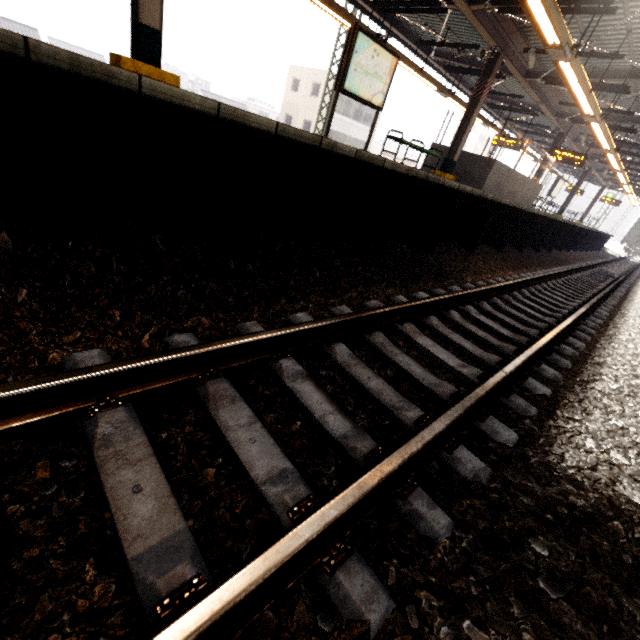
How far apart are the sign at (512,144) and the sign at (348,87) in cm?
1195

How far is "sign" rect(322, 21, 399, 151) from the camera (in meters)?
6.61

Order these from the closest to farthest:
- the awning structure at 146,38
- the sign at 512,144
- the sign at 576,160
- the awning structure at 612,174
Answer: the awning structure at 146,38, the awning structure at 612,174, the sign at 576,160, the sign at 512,144

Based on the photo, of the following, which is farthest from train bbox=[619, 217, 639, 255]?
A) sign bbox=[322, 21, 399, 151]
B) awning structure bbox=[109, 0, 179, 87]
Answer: sign bbox=[322, 21, 399, 151]

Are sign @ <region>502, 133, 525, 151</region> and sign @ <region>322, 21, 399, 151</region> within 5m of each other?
no

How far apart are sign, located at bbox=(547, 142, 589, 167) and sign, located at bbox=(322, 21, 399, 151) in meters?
11.9 m

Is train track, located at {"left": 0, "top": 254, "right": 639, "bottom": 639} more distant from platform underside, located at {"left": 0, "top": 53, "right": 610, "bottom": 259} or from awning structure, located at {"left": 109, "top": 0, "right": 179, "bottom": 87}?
awning structure, located at {"left": 109, "top": 0, "right": 179, "bottom": 87}

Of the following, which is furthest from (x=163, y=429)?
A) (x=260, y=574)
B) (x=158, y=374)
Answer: (x=260, y=574)
